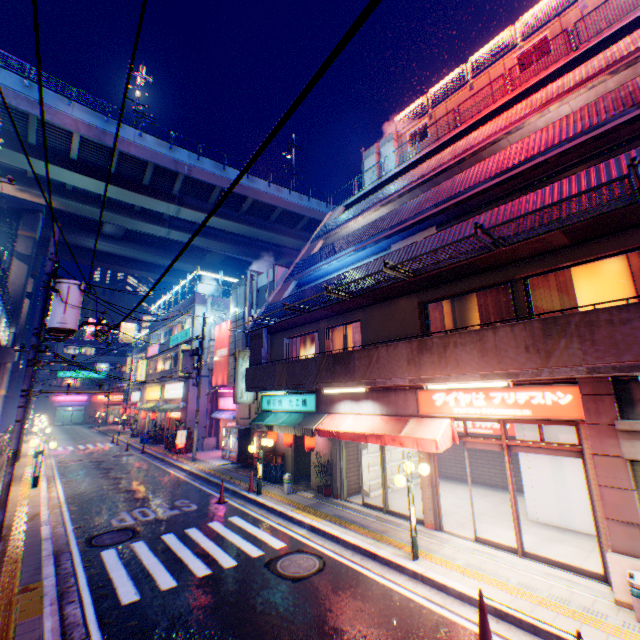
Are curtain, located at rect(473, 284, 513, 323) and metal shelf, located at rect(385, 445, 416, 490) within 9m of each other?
yes

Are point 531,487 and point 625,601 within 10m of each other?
yes

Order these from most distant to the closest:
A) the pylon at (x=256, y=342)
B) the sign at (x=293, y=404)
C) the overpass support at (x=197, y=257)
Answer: the overpass support at (x=197, y=257) < the pylon at (x=256, y=342) < the sign at (x=293, y=404)

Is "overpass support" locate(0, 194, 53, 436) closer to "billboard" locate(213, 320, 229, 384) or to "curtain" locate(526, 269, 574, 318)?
"curtain" locate(526, 269, 574, 318)

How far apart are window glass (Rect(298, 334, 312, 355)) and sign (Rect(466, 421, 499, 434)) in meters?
6.6 m

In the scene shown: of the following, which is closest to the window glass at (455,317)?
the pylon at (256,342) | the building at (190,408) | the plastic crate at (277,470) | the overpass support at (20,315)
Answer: the pylon at (256,342)

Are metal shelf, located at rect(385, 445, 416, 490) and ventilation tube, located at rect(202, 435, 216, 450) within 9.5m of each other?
no

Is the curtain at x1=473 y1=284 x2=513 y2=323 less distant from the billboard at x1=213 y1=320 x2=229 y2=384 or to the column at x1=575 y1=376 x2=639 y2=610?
the column at x1=575 y1=376 x2=639 y2=610
